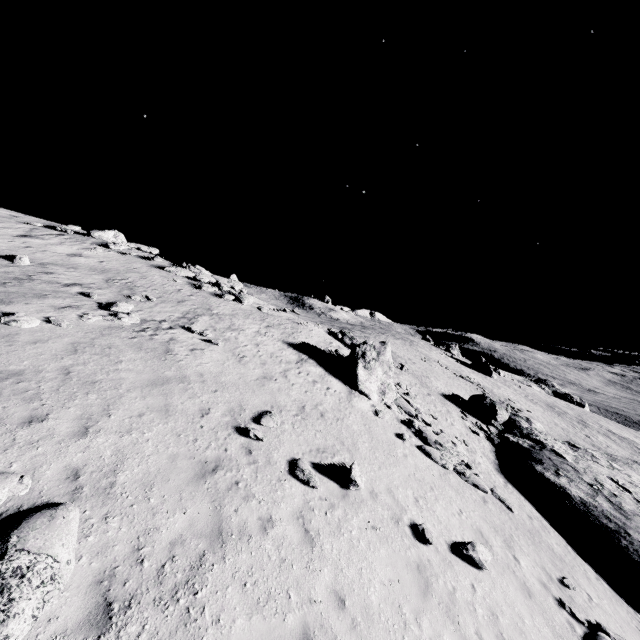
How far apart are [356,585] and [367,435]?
6.93m

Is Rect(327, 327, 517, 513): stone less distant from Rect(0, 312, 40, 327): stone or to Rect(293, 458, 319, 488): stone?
Rect(293, 458, 319, 488): stone

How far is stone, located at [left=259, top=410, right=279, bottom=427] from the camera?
10.9 meters

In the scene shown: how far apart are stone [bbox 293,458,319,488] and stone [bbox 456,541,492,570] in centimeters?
462cm

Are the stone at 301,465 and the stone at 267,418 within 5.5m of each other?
yes

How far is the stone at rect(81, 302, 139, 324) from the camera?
13.4m

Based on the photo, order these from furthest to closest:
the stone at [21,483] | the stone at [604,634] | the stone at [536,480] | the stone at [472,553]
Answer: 1. the stone at [536,480]
2. the stone at [472,553]
3. the stone at [604,634]
4. the stone at [21,483]

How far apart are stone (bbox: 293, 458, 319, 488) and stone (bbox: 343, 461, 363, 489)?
0.9 meters
